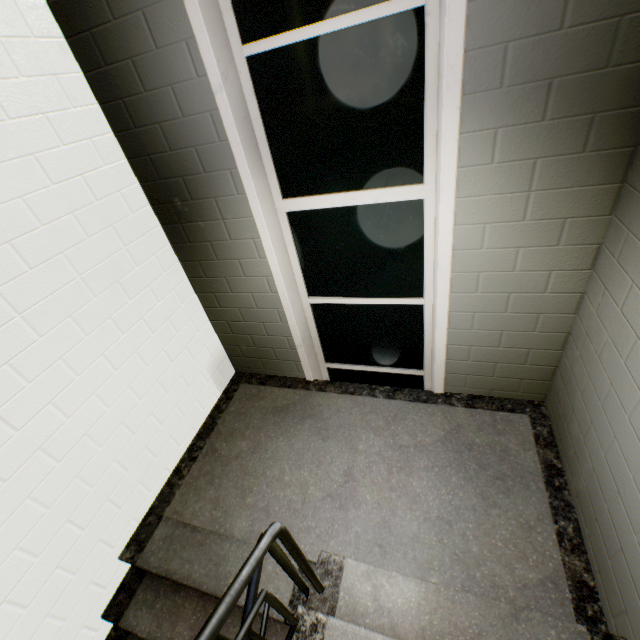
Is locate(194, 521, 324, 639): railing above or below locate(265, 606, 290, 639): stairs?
above

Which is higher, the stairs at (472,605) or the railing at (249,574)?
the railing at (249,574)

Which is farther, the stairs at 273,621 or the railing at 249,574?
the stairs at 273,621

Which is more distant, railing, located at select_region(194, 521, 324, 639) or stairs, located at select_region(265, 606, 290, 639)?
stairs, located at select_region(265, 606, 290, 639)

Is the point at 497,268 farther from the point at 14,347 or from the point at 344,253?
the point at 14,347
